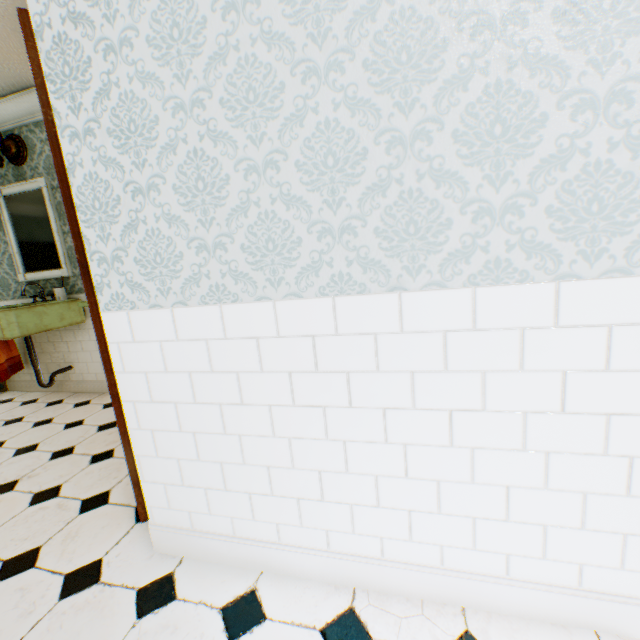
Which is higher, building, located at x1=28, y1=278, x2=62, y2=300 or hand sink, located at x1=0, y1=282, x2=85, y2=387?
building, located at x1=28, y1=278, x2=62, y2=300

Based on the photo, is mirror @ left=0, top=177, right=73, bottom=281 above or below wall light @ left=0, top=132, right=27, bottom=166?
below

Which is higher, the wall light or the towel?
the wall light

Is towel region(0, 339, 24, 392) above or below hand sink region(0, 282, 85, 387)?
below

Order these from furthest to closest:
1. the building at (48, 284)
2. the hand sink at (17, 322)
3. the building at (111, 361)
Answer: the building at (48, 284)
the hand sink at (17, 322)
the building at (111, 361)

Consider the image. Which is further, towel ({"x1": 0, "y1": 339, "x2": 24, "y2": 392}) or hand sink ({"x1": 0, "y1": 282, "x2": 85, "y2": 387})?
Answer: towel ({"x1": 0, "y1": 339, "x2": 24, "y2": 392})

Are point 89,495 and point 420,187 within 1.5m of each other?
no

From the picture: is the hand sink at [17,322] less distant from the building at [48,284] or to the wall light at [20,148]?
the building at [48,284]
